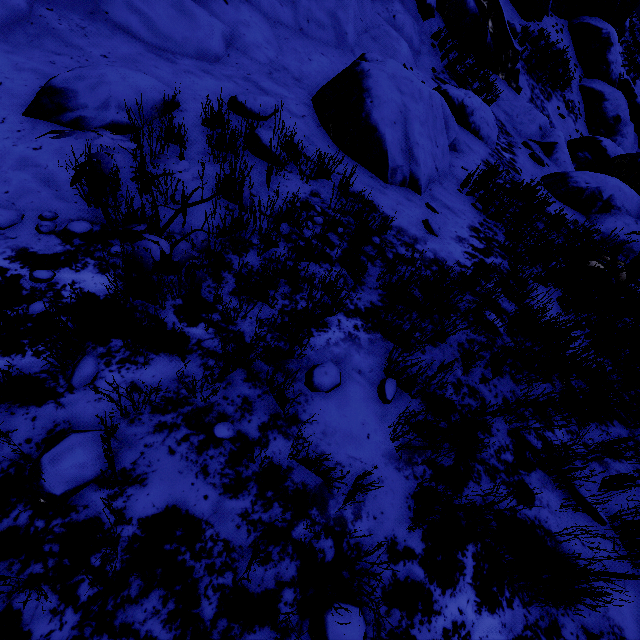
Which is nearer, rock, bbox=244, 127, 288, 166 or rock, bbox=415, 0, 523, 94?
rock, bbox=244, 127, 288, 166

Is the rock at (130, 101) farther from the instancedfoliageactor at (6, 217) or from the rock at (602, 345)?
the instancedfoliageactor at (6, 217)

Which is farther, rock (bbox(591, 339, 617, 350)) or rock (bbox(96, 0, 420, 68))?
rock (bbox(96, 0, 420, 68))

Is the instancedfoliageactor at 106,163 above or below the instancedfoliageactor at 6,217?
above

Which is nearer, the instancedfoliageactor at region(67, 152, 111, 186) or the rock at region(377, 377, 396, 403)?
the instancedfoliageactor at region(67, 152, 111, 186)

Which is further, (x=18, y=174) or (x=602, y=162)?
(x=602, y=162)

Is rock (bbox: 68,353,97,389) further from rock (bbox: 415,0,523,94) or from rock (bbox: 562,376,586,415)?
rock (bbox: 562,376,586,415)

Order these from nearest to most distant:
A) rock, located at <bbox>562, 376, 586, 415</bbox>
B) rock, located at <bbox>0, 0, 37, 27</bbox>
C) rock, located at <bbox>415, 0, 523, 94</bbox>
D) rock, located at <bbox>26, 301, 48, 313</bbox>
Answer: rock, located at <bbox>26, 301, 48, 313</bbox> < rock, located at <bbox>562, 376, 586, 415</bbox> < rock, located at <bbox>0, 0, 37, 27</bbox> < rock, located at <bbox>415, 0, 523, 94</bbox>
